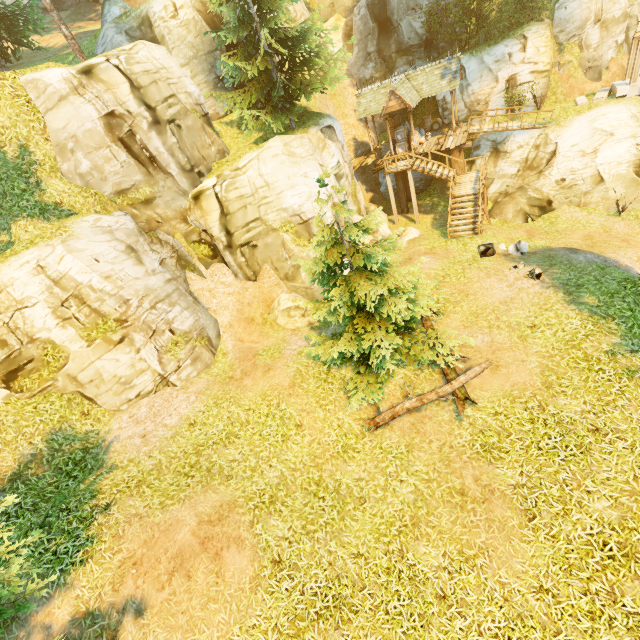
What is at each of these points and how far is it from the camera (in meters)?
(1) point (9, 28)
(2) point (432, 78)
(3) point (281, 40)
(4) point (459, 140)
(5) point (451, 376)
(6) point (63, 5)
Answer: (1) tree, 16.92
(2) building, 21.31
(3) tree, 16.33
(4) wooden platform, 21.64
(5) log, 9.91
(6) rock, 29.72

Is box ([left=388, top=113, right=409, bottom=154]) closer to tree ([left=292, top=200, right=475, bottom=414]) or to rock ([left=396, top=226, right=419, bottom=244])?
rock ([left=396, top=226, right=419, bottom=244])

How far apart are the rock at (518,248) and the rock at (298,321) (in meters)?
9.24

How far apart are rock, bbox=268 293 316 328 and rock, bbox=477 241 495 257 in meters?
7.9 m

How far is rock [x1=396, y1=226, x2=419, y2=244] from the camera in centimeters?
1942cm

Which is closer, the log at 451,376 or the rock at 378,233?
the log at 451,376

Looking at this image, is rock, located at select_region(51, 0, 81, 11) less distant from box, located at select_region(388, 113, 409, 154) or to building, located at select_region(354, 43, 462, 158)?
building, located at select_region(354, 43, 462, 158)
